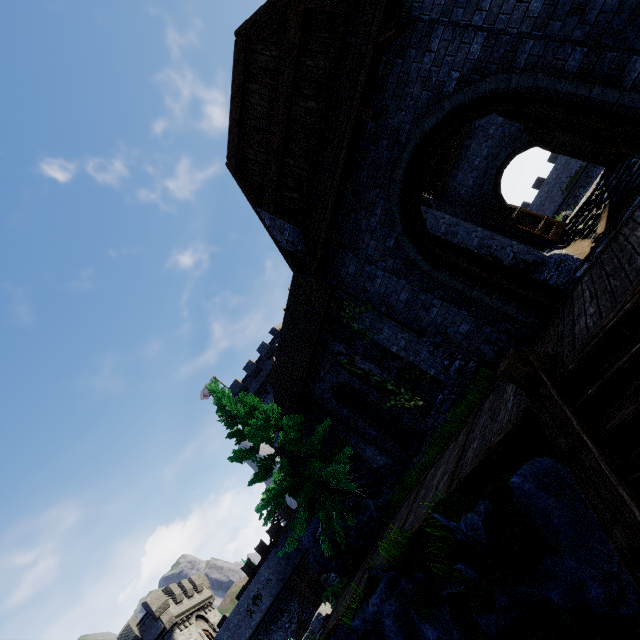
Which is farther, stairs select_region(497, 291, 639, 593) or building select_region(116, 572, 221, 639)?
building select_region(116, 572, 221, 639)

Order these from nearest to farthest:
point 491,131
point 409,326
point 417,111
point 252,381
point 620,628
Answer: point 620,628 → point 417,111 → point 409,326 → point 491,131 → point 252,381

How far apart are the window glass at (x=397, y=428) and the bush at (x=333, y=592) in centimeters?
727cm

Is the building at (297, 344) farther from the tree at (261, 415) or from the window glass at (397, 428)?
the window glass at (397, 428)

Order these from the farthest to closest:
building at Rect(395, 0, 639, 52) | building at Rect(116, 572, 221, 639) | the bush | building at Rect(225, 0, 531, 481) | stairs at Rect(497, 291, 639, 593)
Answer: building at Rect(116, 572, 221, 639)
the bush
building at Rect(225, 0, 531, 481)
building at Rect(395, 0, 639, 52)
stairs at Rect(497, 291, 639, 593)

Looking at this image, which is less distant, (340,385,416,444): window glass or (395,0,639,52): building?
(395,0,639,52): building

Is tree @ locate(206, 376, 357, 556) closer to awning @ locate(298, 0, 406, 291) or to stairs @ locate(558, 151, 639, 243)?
awning @ locate(298, 0, 406, 291)

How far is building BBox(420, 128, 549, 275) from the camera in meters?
13.0
